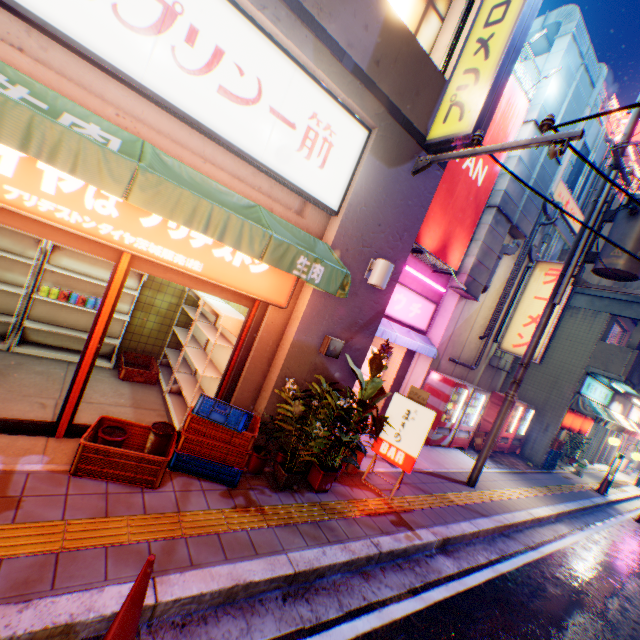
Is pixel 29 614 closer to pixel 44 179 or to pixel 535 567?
pixel 44 179

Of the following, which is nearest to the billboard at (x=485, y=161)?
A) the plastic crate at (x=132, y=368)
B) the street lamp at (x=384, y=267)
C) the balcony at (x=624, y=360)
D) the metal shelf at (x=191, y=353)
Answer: the street lamp at (x=384, y=267)

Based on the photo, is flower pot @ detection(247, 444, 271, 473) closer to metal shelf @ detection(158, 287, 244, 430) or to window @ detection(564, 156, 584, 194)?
metal shelf @ detection(158, 287, 244, 430)

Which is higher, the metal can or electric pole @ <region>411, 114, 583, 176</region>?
electric pole @ <region>411, 114, 583, 176</region>

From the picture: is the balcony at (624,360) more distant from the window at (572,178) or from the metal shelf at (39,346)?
the metal shelf at (39,346)

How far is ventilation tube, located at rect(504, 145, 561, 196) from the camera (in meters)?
8.92

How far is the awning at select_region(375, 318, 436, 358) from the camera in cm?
843

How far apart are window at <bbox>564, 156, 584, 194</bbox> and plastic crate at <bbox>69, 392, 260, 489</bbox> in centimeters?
1293cm
